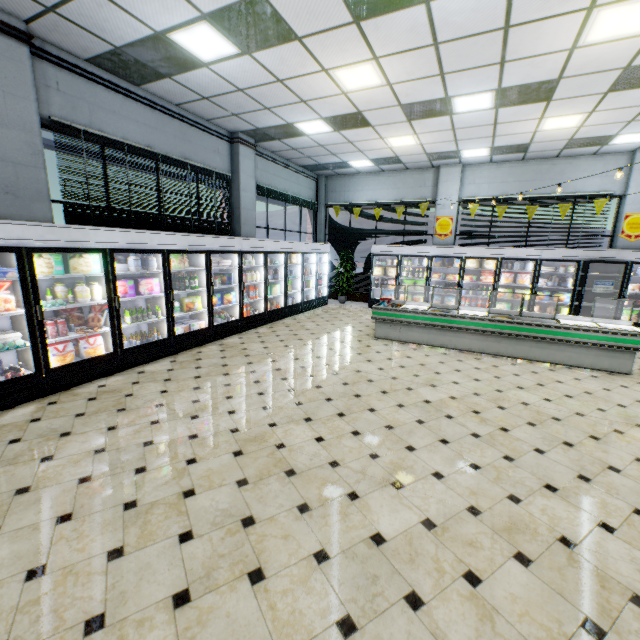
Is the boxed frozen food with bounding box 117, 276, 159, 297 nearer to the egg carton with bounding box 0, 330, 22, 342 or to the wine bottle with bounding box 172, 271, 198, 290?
the wine bottle with bounding box 172, 271, 198, 290

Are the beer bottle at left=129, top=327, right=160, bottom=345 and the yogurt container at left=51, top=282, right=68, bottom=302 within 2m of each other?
yes

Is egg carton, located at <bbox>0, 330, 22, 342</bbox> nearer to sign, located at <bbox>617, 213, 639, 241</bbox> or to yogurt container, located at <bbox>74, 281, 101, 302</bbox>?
yogurt container, located at <bbox>74, 281, 101, 302</bbox>

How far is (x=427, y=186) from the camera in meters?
11.4

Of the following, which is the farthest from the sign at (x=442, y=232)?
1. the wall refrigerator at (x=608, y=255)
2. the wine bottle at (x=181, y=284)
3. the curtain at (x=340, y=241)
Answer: the wine bottle at (x=181, y=284)

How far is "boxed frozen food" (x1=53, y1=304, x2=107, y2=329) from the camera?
5.0m

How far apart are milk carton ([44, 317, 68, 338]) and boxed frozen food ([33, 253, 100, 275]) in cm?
72

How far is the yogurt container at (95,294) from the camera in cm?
469
